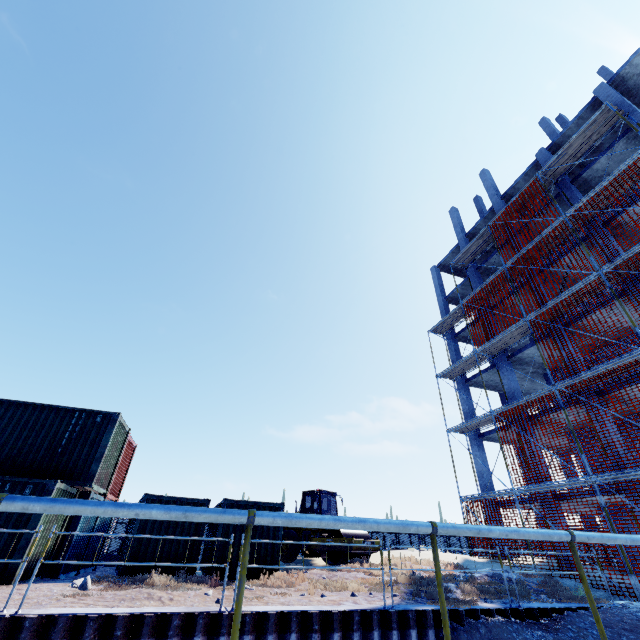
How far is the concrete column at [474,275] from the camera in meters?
24.8

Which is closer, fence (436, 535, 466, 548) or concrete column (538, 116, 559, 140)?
fence (436, 535, 466, 548)

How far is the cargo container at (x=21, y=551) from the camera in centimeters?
867cm

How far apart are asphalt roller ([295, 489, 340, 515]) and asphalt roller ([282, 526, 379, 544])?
0.7m

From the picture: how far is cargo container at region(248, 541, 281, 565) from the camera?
11.8m

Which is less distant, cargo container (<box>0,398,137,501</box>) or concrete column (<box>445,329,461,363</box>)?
cargo container (<box>0,398,137,501</box>)

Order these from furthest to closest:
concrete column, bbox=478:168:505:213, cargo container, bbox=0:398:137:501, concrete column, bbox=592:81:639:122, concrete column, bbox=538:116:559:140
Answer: concrete column, bbox=538:116:559:140, concrete column, bbox=478:168:505:213, concrete column, bbox=592:81:639:122, cargo container, bbox=0:398:137:501

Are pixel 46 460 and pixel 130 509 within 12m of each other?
no
